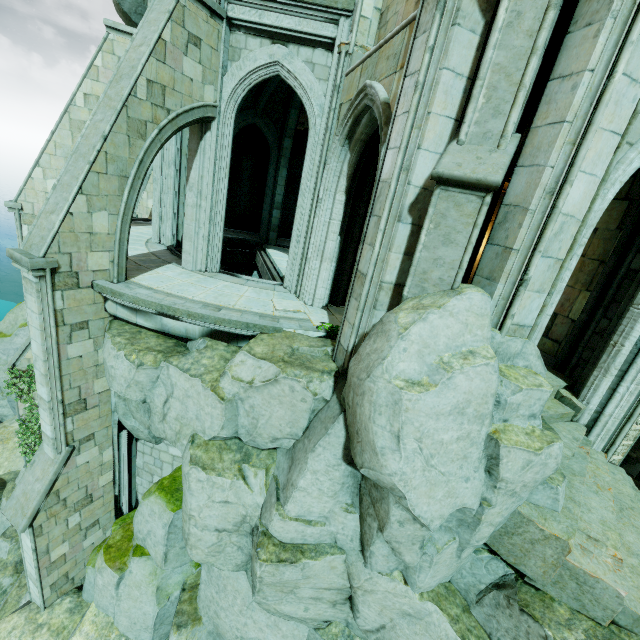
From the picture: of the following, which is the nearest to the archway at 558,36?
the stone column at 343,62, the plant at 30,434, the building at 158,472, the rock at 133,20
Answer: the stone column at 343,62

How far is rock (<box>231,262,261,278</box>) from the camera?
17.8m

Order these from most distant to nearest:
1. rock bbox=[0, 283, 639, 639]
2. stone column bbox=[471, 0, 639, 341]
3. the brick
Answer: the brick → rock bbox=[0, 283, 639, 639] → stone column bbox=[471, 0, 639, 341]

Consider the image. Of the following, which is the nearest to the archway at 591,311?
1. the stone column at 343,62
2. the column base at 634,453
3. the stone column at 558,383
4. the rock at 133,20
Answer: the stone column at 558,383

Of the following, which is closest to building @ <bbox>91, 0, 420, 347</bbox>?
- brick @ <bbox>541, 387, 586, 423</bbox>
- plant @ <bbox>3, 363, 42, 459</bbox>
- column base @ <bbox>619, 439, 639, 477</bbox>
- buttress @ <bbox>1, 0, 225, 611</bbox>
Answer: buttress @ <bbox>1, 0, 225, 611</bbox>

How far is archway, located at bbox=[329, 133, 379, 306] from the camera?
8.26m

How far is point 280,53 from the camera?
8.1 meters
